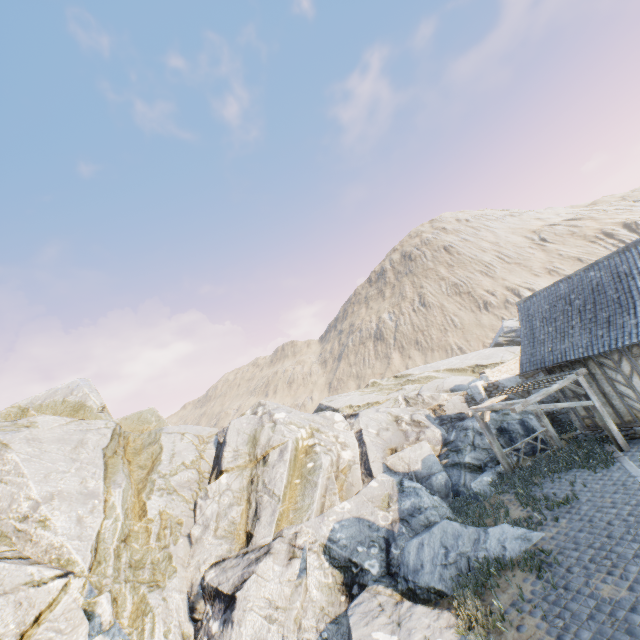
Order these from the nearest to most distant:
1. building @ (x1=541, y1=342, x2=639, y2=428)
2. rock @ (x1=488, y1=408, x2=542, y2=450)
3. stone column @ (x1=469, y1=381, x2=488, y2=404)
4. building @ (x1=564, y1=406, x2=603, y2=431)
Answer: building @ (x1=541, y1=342, x2=639, y2=428) → building @ (x1=564, y1=406, x2=603, y2=431) → rock @ (x1=488, y1=408, x2=542, y2=450) → stone column @ (x1=469, y1=381, x2=488, y2=404)

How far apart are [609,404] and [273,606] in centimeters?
1393cm

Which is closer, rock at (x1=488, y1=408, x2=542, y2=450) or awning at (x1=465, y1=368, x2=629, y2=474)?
awning at (x1=465, y1=368, x2=629, y2=474)

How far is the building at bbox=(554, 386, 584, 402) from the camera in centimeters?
1322cm

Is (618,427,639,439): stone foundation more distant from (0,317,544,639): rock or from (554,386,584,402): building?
(0,317,544,639): rock

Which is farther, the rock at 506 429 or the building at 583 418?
the rock at 506 429

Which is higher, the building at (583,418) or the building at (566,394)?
the building at (566,394)
